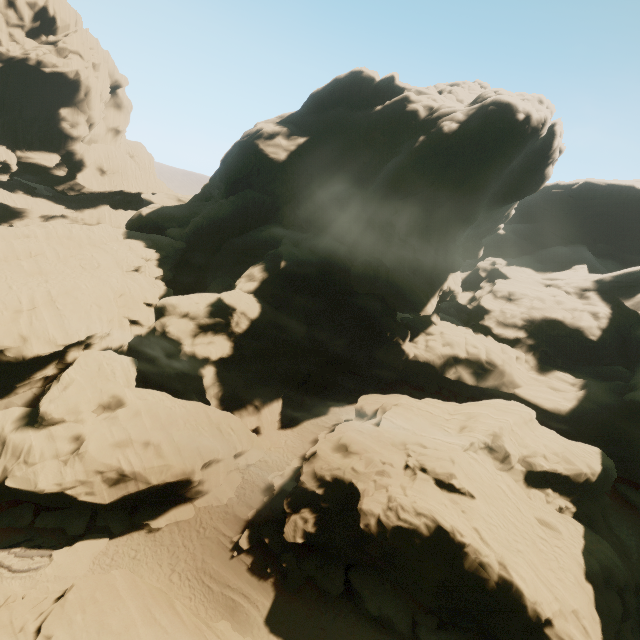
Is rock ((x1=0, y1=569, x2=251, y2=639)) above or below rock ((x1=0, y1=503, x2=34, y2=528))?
above

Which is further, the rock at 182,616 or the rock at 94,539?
the rock at 94,539

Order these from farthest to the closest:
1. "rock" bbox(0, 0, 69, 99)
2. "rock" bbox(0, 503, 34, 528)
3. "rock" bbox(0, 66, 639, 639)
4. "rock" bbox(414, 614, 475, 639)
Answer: "rock" bbox(0, 0, 69, 99)
"rock" bbox(0, 503, 34, 528)
"rock" bbox(0, 66, 639, 639)
"rock" bbox(414, 614, 475, 639)

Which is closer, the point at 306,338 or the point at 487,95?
the point at 306,338

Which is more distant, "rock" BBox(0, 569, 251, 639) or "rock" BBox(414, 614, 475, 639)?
"rock" BBox(414, 614, 475, 639)

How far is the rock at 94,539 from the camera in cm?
1828
